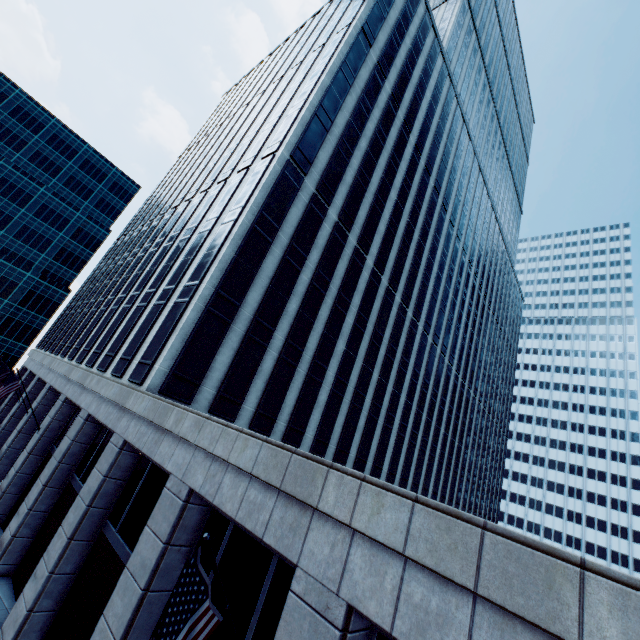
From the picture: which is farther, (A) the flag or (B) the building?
(B) the building

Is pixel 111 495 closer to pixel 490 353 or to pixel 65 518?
pixel 65 518

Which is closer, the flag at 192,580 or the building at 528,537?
the flag at 192,580
